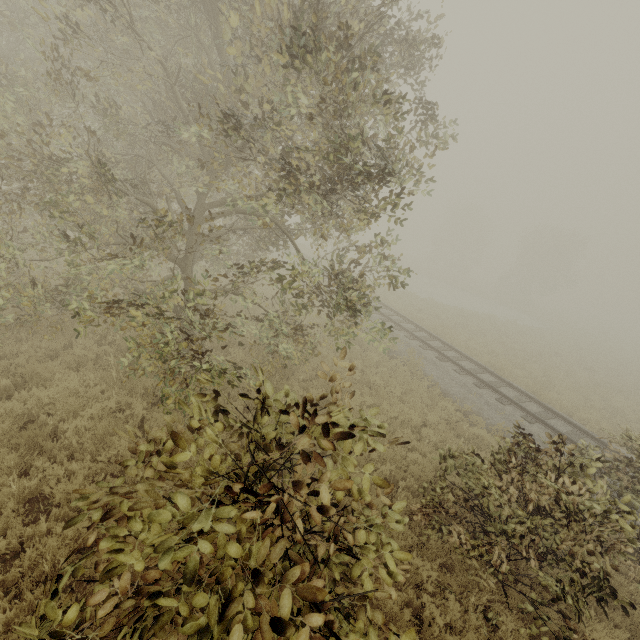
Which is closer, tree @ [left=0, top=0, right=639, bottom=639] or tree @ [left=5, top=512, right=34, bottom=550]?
tree @ [left=0, top=0, right=639, bottom=639]

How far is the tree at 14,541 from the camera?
4.2m

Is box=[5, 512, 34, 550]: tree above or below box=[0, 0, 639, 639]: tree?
below

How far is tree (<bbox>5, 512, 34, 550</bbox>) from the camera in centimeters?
424cm

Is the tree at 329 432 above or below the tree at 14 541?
above

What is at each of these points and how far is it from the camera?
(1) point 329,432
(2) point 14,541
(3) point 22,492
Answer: (1) tree, 2.4 meters
(2) tree, 4.2 meters
(3) tree, 4.8 meters
